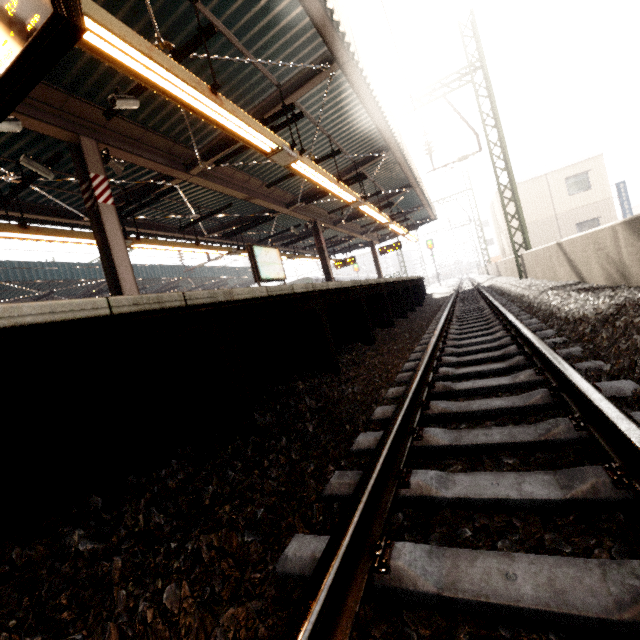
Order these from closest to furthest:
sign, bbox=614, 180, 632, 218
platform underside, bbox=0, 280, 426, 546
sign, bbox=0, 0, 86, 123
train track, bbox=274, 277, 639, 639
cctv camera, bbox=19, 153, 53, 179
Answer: train track, bbox=274, 277, 639, 639, platform underside, bbox=0, 280, 426, 546, sign, bbox=0, 0, 86, 123, cctv camera, bbox=19, 153, 53, 179, sign, bbox=614, 180, 632, 218

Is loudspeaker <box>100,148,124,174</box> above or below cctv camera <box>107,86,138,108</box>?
below

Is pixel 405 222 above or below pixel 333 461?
above

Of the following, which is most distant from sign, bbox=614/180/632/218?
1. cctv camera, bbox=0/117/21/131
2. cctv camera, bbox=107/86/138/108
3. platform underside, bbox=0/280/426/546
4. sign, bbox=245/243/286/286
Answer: cctv camera, bbox=0/117/21/131

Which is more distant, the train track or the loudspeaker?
the loudspeaker

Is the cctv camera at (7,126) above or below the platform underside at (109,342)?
above

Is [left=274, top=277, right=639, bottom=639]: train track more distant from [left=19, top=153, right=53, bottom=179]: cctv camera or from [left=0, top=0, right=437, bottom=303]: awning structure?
[left=19, top=153, right=53, bottom=179]: cctv camera

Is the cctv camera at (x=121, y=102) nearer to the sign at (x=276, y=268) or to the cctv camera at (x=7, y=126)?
the cctv camera at (x=7, y=126)
